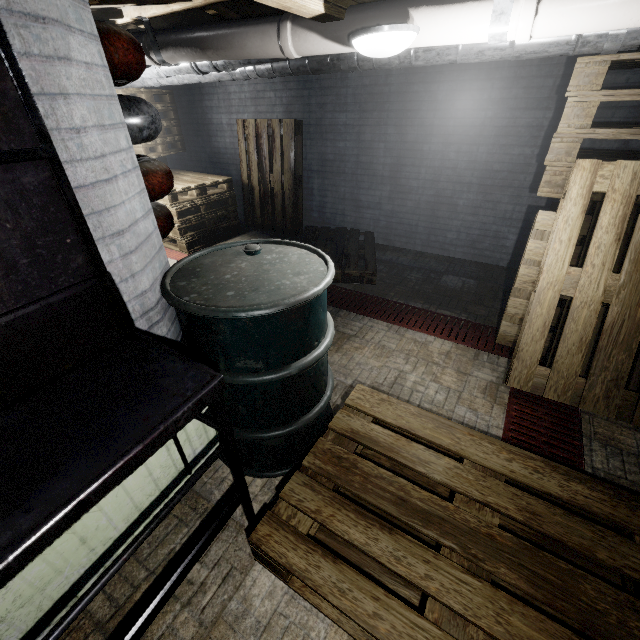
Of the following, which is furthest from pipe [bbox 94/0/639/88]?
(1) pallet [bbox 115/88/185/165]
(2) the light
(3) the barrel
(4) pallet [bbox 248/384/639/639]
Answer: (4) pallet [bbox 248/384/639/639]

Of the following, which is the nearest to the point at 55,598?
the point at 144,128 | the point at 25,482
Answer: the point at 25,482

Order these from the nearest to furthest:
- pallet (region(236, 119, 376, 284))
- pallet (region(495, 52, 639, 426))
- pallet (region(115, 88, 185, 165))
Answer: pallet (region(495, 52, 639, 426)) < pallet (region(236, 119, 376, 284)) < pallet (region(115, 88, 185, 165))

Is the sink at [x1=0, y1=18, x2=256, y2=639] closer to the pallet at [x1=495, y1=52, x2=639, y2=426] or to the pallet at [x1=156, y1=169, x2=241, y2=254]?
the pallet at [x1=495, y1=52, x2=639, y2=426]

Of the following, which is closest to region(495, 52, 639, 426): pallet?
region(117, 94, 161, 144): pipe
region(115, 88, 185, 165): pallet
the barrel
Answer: the barrel

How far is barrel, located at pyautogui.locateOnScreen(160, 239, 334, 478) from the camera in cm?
120

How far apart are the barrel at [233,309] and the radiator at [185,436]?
0.0m

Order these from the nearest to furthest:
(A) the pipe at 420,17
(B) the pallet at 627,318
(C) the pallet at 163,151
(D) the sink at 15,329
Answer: (D) the sink at 15,329 → (A) the pipe at 420,17 → (B) the pallet at 627,318 → (C) the pallet at 163,151
